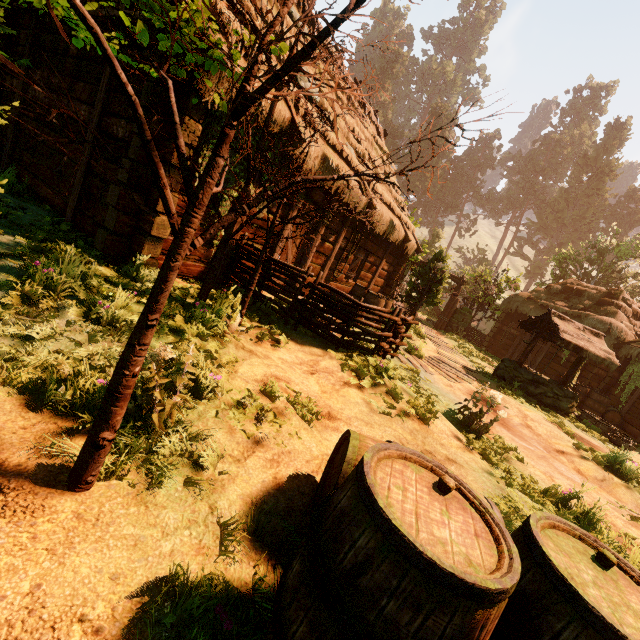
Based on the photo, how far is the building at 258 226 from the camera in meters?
6.8 m

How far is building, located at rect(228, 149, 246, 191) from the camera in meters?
5.8 m

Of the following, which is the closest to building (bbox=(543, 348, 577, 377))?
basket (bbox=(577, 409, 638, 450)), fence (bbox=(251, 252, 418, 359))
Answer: fence (bbox=(251, 252, 418, 359))

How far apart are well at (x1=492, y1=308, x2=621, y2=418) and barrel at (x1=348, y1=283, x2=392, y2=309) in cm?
381

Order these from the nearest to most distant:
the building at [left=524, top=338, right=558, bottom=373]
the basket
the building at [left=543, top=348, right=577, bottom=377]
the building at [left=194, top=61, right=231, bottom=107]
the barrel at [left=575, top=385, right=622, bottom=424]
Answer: the building at [left=194, top=61, right=231, bottom=107] < the basket < the barrel at [left=575, top=385, right=622, bottom=424] < the building at [left=543, top=348, right=577, bottom=377] < the building at [left=524, top=338, right=558, bottom=373]

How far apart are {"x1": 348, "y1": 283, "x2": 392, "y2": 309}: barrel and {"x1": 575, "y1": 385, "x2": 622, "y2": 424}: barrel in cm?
941

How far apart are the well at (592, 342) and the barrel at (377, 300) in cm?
381

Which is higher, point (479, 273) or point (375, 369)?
point (479, 273)
